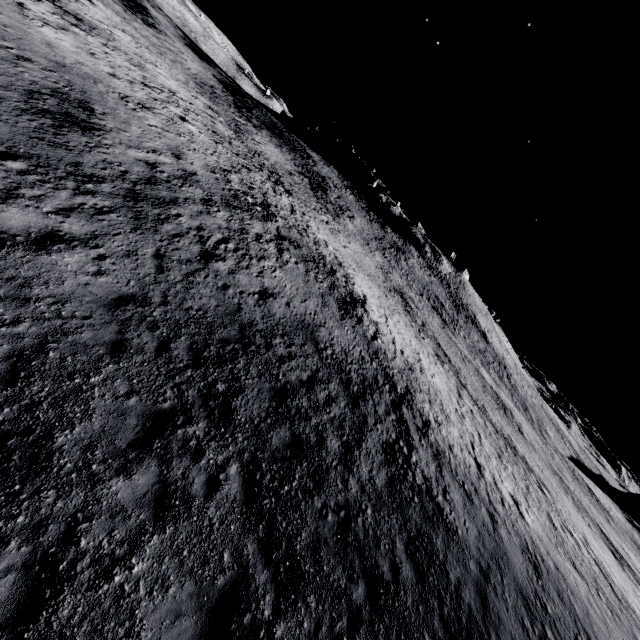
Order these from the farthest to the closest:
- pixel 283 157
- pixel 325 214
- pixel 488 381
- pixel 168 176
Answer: pixel 283 157, pixel 488 381, pixel 325 214, pixel 168 176
